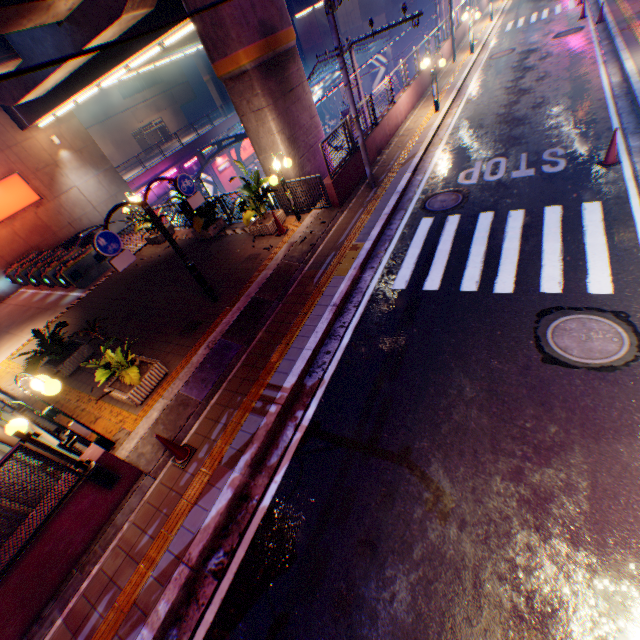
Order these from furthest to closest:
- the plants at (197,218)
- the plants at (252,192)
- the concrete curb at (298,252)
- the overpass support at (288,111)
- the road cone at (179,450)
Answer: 1. the plants at (197,218)
2. the plants at (252,192)
3. the overpass support at (288,111)
4. the road cone at (179,450)
5. the concrete curb at (298,252)

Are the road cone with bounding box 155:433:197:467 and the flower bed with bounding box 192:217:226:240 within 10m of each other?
yes

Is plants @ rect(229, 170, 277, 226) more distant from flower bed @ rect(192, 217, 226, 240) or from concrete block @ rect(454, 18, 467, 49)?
concrete block @ rect(454, 18, 467, 49)

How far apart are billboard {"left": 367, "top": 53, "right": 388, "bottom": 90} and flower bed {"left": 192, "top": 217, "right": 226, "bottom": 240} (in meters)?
42.09

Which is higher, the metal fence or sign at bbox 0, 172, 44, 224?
sign at bbox 0, 172, 44, 224

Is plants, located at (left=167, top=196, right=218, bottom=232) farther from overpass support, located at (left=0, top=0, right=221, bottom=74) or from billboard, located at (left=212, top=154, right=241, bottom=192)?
billboard, located at (left=212, top=154, right=241, bottom=192)

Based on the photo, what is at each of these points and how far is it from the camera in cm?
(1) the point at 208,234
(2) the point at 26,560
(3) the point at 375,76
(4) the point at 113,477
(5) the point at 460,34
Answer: (1) flower bed, 1310
(2) concrete block, 474
(3) billboard, 4316
(4) metal fence, 562
(5) concrete block, 2491

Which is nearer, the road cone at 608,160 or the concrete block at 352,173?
the road cone at 608,160
